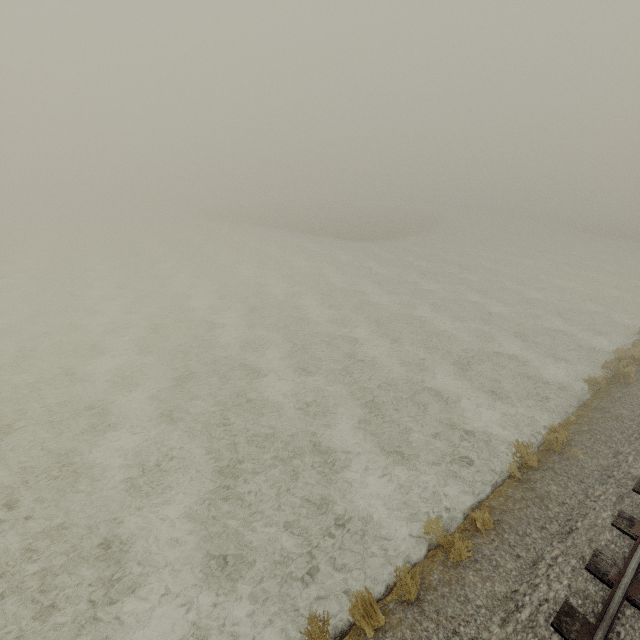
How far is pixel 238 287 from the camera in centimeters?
2278cm
